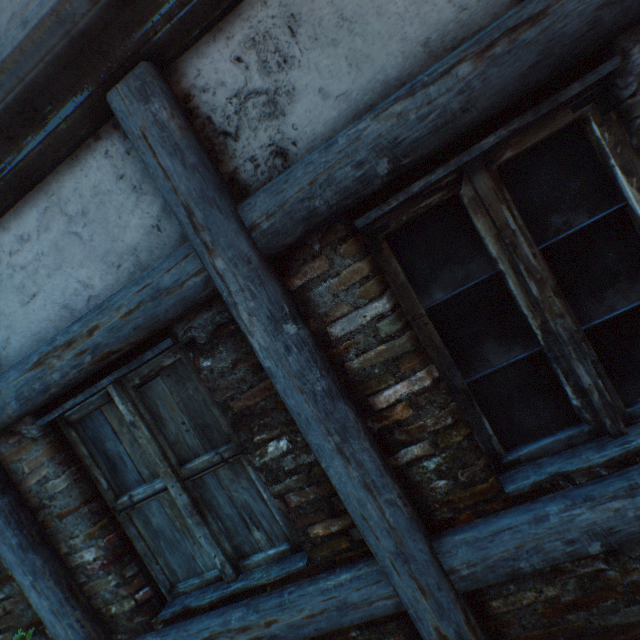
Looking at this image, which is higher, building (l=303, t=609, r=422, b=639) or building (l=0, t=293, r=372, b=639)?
building (l=0, t=293, r=372, b=639)

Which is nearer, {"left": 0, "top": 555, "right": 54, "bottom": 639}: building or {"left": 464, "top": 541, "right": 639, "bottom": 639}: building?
{"left": 464, "top": 541, "right": 639, "bottom": 639}: building

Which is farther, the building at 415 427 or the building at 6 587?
the building at 6 587

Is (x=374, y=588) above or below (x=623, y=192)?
below

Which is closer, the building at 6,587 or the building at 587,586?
the building at 587,586

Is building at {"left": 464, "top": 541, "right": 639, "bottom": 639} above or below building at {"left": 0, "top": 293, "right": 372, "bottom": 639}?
below

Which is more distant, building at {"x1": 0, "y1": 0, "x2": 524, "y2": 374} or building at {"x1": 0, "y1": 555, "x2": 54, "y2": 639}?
building at {"x1": 0, "y1": 555, "x2": 54, "y2": 639}

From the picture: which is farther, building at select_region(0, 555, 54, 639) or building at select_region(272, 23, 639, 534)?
building at select_region(0, 555, 54, 639)
